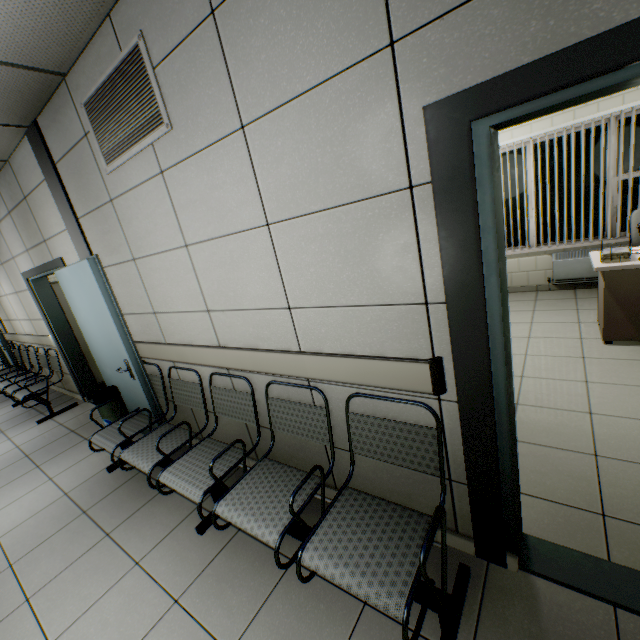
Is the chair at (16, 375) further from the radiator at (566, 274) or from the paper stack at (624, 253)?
the radiator at (566, 274)

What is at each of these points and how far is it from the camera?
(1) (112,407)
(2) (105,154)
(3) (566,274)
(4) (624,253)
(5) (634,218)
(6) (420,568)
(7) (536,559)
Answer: (1) garbage can, 3.63m
(2) ventilation grill, 2.39m
(3) radiator, 5.06m
(4) paper stack, 3.13m
(5) chair, 3.99m
(6) chair, 1.17m
(7) door, 1.64m

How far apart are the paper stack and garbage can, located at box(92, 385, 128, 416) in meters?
5.4 m

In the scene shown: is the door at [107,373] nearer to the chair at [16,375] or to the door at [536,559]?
the chair at [16,375]

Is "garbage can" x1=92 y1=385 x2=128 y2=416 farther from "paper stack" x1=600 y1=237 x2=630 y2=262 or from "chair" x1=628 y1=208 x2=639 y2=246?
"chair" x1=628 y1=208 x2=639 y2=246

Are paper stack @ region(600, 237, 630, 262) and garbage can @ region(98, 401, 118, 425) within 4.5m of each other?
no

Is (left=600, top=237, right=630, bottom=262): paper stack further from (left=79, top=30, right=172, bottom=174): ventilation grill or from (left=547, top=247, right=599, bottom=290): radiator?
(left=79, top=30, right=172, bottom=174): ventilation grill
